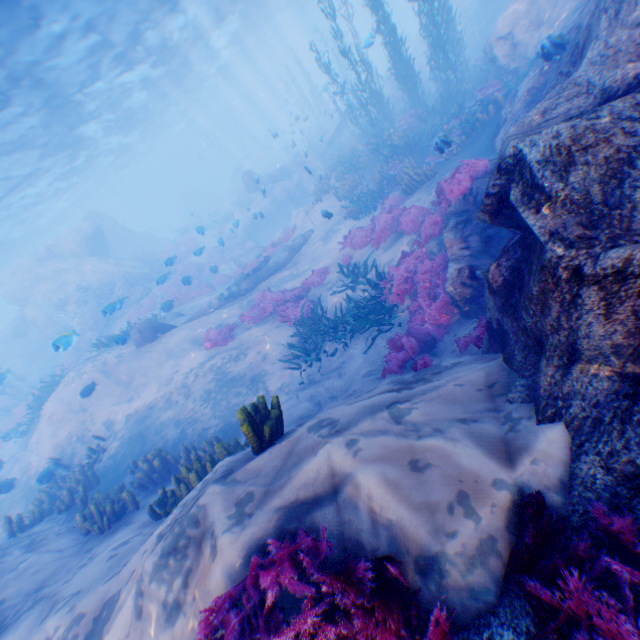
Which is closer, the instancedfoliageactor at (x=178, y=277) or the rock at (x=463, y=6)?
the instancedfoliageactor at (x=178, y=277)

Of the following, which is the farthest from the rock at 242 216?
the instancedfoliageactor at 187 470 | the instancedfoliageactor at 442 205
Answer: the instancedfoliageactor at 187 470

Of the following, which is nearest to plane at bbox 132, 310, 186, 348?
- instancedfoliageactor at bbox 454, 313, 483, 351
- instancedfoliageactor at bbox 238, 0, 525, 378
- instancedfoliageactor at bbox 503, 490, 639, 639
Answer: instancedfoliageactor at bbox 238, 0, 525, 378

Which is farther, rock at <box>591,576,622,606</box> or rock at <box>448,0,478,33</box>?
rock at <box>448,0,478,33</box>

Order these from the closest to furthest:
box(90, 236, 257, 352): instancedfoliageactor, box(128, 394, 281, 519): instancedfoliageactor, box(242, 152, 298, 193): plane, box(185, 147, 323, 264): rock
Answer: box(128, 394, 281, 519): instancedfoliageactor → box(90, 236, 257, 352): instancedfoliageactor → box(185, 147, 323, 264): rock → box(242, 152, 298, 193): plane

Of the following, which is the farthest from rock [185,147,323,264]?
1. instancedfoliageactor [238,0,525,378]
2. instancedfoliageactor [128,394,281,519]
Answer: instancedfoliageactor [128,394,281,519]

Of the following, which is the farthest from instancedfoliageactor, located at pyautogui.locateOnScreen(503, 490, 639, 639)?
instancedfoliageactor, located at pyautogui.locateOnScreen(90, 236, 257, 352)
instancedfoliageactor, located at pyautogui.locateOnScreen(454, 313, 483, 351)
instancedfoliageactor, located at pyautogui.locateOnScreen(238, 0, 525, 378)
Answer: instancedfoliageactor, located at pyautogui.locateOnScreen(90, 236, 257, 352)

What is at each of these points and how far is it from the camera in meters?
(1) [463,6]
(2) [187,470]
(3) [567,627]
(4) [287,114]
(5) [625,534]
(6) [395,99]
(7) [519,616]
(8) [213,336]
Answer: (1) rock, 24.7 m
(2) instancedfoliageactor, 6.3 m
(3) rock, 1.9 m
(4) rock, 57.8 m
(5) instancedfoliageactor, 2.0 m
(6) rock, 24.0 m
(7) rock, 2.0 m
(8) instancedfoliageactor, 12.8 m
